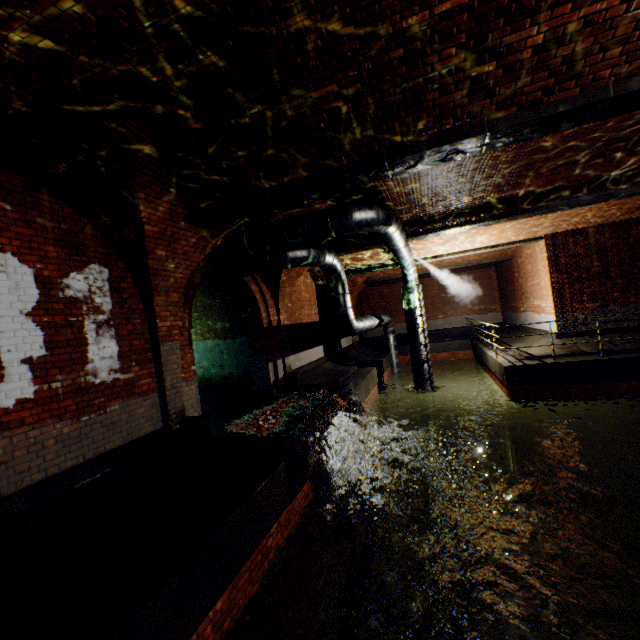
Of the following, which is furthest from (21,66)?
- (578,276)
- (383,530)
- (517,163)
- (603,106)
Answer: (578,276)

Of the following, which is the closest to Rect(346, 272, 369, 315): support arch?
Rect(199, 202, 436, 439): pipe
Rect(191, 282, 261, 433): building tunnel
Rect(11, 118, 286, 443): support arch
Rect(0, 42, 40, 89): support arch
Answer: Rect(199, 202, 436, 439): pipe

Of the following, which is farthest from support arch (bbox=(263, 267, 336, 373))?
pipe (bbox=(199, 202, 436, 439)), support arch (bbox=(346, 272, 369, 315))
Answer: support arch (bbox=(346, 272, 369, 315))

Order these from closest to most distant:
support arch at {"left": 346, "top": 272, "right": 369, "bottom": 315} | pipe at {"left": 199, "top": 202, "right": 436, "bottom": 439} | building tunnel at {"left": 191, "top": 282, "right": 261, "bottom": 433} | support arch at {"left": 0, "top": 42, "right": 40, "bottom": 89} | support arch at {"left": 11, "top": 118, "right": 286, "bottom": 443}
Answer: support arch at {"left": 0, "top": 42, "right": 40, "bottom": 89} → support arch at {"left": 11, "top": 118, "right": 286, "bottom": 443} → pipe at {"left": 199, "top": 202, "right": 436, "bottom": 439} → building tunnel at {"left": 191, "top": 282, "right": 261, "bottom": 433} → support arch at {"left": 346, "top": 272, "right": 369, "bottom": 315}

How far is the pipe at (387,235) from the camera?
6.6 meters

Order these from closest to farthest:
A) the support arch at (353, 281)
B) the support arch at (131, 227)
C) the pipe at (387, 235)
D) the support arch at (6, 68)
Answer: the support arch at (6, 68) < the support arch at (131, 227) < the pipe at (387, 235) < the support arch at (353, 281)

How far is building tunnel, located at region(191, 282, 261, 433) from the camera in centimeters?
988cm

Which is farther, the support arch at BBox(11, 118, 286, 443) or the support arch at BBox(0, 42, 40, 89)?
the support arch at BBox(11, 118, 286, 443)
